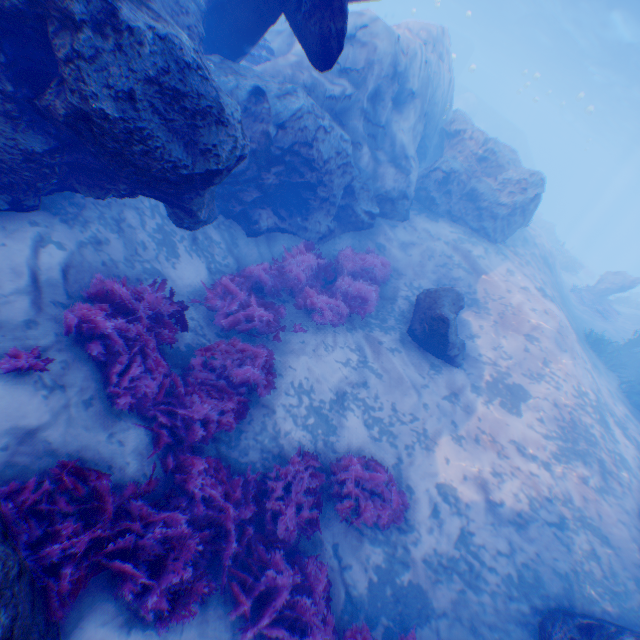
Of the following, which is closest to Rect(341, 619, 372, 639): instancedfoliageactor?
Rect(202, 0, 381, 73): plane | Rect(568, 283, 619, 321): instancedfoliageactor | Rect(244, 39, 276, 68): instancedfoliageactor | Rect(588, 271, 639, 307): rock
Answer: Rect(202, 0, 381, 73): plane

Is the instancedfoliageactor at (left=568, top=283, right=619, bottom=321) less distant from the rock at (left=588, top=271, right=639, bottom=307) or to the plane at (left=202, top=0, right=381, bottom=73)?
the rock at (left=588, top=271, right=639, bottom=307)

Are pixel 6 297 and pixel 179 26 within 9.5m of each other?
yes

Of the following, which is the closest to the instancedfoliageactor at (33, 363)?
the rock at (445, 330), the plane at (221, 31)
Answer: the plane at (221, 31)

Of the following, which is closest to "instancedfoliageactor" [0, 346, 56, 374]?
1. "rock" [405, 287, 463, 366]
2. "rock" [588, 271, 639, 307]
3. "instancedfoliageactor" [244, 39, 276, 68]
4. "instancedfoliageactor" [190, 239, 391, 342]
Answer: "instancedfoliageactor" [190, 239, 391, 342]

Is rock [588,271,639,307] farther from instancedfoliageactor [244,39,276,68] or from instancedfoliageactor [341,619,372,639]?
instancedfoliageactor [341,619,372,639]

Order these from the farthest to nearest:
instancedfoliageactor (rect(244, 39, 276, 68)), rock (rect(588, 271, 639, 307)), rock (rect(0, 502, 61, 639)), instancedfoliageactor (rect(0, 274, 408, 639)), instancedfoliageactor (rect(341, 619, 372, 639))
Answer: rock (rect(588, 271, 639, 307)), instancedfoliageactor (rect(244, 39, 276, 68)), instancedfoliageactor (rect(341, 619, 372, 639)), instancedfoliageactor (rect(0, 274, 408, 639)), rock (rect(0, 502, 61, 639))

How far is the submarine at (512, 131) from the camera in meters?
40.5 m
